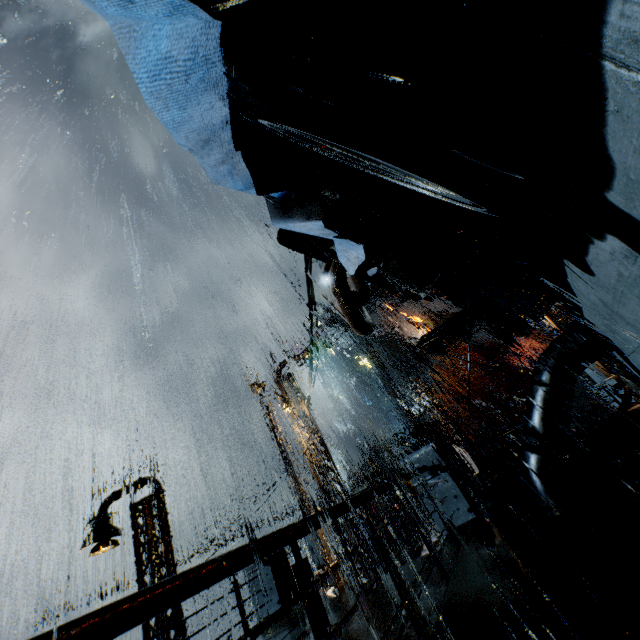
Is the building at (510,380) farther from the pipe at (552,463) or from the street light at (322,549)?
the street light at (322,549)

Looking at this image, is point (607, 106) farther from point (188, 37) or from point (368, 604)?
point (368, 604)

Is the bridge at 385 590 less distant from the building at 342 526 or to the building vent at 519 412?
the building at 342 526

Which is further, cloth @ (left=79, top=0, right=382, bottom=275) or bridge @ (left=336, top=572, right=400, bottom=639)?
bridge @ (left=336, top=572, right=400, bottom=639)

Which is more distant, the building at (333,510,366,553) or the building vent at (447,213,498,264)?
the building at (333,510,366,553)

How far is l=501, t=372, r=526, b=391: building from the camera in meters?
43.0

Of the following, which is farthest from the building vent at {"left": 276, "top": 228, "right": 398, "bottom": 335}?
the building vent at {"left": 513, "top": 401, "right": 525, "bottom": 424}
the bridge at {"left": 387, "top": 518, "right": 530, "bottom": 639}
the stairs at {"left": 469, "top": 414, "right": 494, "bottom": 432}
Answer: the building vent at {"left": 513, "top": 401, "right": 525, "bottom": 424}

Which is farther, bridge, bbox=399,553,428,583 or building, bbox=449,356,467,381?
building, bbox=449,356,467,381
